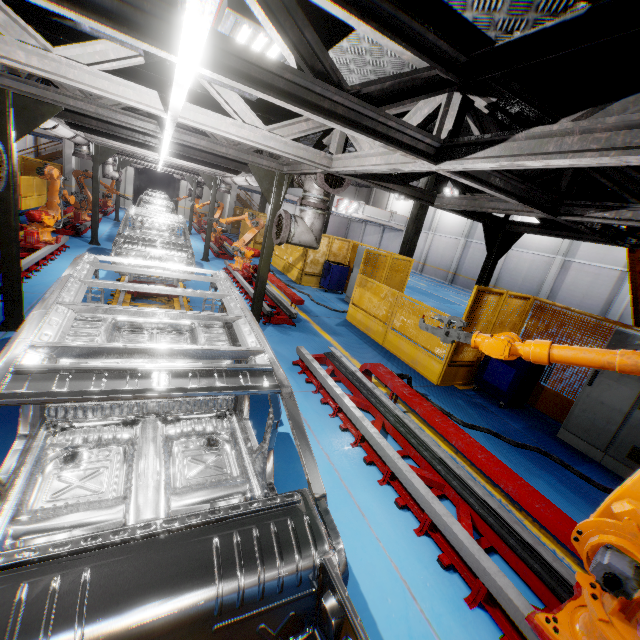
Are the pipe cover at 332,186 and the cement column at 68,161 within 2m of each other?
no

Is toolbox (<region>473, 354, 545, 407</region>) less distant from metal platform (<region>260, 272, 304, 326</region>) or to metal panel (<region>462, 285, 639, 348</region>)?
metal panel (<region>462, 285, 639, 348</region>)

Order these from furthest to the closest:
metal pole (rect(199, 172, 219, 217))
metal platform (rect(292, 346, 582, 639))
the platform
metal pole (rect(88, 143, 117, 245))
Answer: metal pole (rect(199, 172, 219, 217)) < metal pole (rect(88, 143, 117, 245)) < the platform < metal platform (rect(292, 346, 582, 639))

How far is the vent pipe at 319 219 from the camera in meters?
5.4

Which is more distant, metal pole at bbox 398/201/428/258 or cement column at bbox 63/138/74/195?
cement column at bbox 63/138/74/195

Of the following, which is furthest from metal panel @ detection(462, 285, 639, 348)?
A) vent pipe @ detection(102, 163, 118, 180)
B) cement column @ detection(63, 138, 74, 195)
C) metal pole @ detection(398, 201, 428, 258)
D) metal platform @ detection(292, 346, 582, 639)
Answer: vent pipe @ detection(102, 163, 118, 180)

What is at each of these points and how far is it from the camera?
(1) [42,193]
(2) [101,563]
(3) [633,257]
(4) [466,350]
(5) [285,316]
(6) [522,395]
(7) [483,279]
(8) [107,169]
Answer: (1) metal panel, 17.47m
(2) chassis, 1.24m
(3) metal stair, 5.52m
(4) metal panel, 6.90m
(5) metal platform, 8.28m
(6) toolbox, 6.63m
(7) metal pole, 6.51m
(8) vent pipe, 16.52m

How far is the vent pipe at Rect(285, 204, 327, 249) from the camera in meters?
5.4
